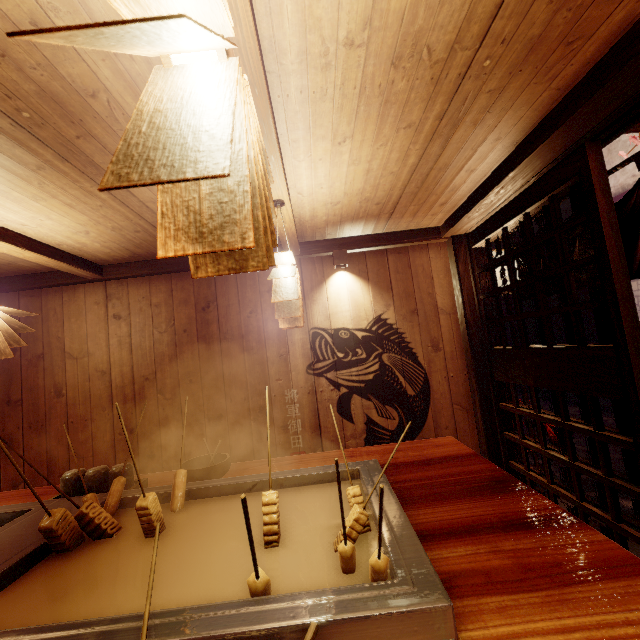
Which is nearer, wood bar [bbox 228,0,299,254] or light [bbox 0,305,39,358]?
wood bar [bbox 228,0,299,254]

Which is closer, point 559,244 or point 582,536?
point 582,536

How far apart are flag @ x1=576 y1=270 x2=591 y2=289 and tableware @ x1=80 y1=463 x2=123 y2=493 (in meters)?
5.66

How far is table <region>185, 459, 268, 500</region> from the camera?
2.8 meters

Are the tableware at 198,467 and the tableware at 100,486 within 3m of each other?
yes

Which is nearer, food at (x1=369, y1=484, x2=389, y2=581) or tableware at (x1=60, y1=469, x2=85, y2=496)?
food at (x1=369, y1=484, x2=389, y2=581)

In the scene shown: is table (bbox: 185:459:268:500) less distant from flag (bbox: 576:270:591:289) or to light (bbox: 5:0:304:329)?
light (bbox: 5:0:304:329)

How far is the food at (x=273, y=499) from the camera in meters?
2.0
